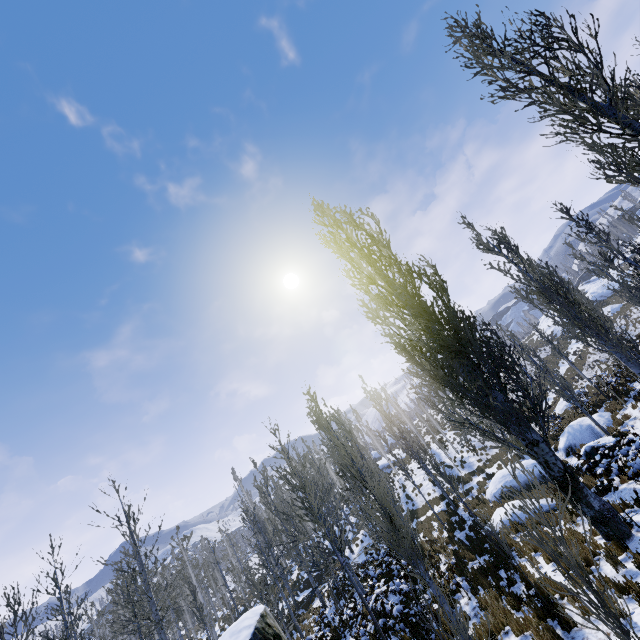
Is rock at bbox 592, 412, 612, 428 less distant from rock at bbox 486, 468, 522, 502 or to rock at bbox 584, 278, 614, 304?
rock at bbox 486, 468, 522, 502

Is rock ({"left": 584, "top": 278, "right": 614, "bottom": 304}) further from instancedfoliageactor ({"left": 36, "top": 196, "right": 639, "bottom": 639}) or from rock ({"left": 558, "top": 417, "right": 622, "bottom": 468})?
rock ({"left": 558, "top": 417, "right": 622, "bottom": 468})

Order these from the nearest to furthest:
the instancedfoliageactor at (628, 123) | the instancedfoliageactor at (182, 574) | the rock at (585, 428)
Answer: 1. the instancedfoliageactor at (628, 123)
2. the instancedfoliageactor at (182, 574)
3. the rock at (585, 428)

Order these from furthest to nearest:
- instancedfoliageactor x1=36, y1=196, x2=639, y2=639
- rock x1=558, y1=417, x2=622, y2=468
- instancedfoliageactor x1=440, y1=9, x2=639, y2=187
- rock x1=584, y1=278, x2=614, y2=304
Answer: rock x1=584, y1=278, x2=614, y2=304 → rock x1=558, y1=417, x2=622, y2=468 → instancedfoliageactor x1=36, y1=196, x2=639, y2=639 → instancedfoliageactor x1=440, y1=9, x2=639, y2=187

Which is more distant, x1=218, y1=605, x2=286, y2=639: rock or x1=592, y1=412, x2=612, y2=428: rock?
x1=592, y1=412, x2=612, y2=428: rock

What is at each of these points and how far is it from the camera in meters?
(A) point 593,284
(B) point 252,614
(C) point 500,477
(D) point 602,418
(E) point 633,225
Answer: (A) rock, 58.0
(B) rock, 8.4
(C) rock, 18.8
(D) rock, 17.6
(E) instancedfoliageactor, 18.5

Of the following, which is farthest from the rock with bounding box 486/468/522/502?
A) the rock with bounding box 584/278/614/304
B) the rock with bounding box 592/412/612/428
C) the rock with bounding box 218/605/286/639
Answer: the rock with bounding box 584/278/614/304

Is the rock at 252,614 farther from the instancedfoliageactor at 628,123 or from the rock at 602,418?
the rock at 602,418
